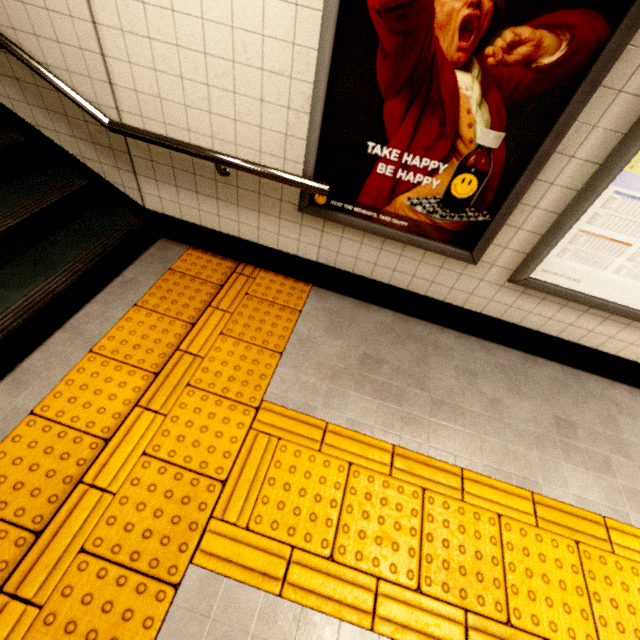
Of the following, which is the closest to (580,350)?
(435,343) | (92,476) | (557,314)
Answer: (557,314)

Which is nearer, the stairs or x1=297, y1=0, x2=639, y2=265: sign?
x1=297, y1=0, x2=639, y2=265: sign

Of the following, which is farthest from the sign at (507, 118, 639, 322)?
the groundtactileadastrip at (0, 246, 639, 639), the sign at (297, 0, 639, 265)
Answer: the groundtactileadastrip at (0, 246, 639, 639)

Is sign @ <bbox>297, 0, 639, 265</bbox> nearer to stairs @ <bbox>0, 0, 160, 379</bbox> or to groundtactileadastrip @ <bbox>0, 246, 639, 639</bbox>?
groundtactileadastrip @ <bbox>0, 246, 639, 639</bbox>

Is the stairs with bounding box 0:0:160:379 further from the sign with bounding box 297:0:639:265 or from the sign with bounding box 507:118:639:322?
the sign with bounding box 507:118:639:322

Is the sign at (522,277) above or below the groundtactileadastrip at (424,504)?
above

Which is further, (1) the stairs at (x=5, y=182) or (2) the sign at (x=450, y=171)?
(1) the stairs at (x=5, y=182)
